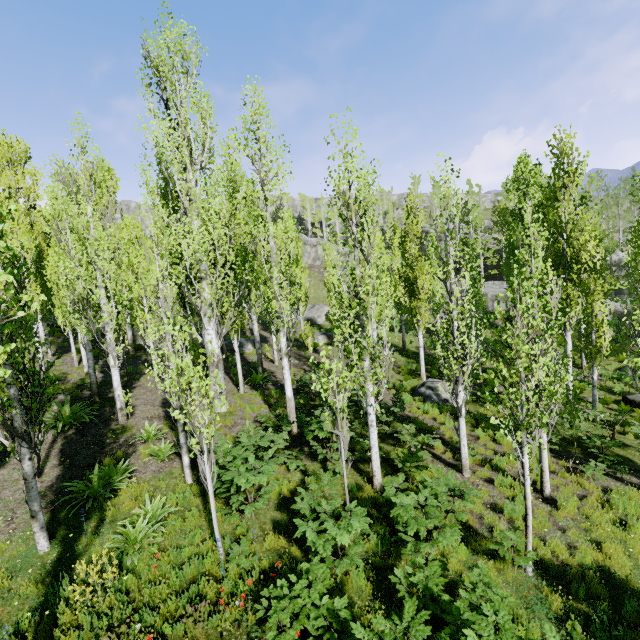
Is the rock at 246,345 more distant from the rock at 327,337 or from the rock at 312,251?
the rock at 312,251

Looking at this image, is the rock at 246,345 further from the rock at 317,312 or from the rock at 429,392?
the rock at 429,392

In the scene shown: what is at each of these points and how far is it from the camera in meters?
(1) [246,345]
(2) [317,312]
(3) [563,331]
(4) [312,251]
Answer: (1) rock, 23.6
(2) rock, 36.9
(3) instancedfoliageactor, 15.1
(4) rock, 51.6

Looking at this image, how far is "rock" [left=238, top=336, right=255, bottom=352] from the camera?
23.2 meters

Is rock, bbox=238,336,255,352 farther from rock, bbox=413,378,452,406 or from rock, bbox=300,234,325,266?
rock, bbox=413,378,452,406

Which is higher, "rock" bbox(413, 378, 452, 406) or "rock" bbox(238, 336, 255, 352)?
"rock" bbox(238, 336, 255, 352)

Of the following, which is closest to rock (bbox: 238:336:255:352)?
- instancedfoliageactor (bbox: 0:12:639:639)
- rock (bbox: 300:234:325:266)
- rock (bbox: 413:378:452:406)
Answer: instancedfoliageactor (bbox: 0:12:639:639)

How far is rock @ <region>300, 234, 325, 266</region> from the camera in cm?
5134
